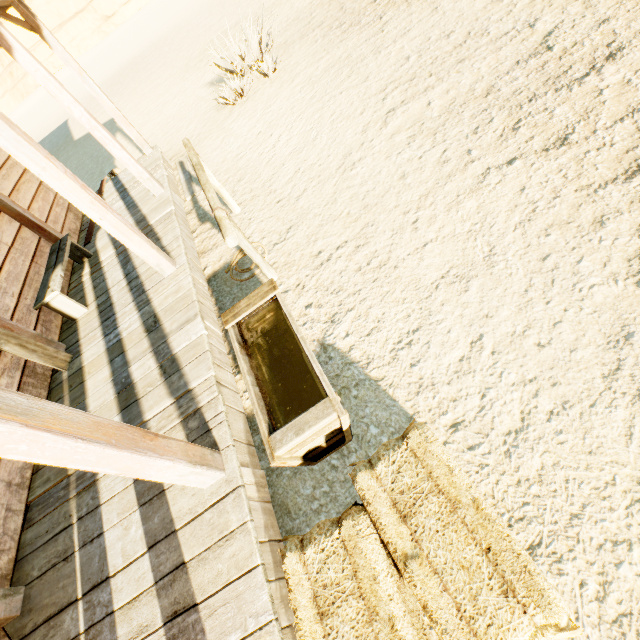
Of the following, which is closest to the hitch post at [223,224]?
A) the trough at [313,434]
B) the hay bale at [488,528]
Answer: the trough at [313,434]

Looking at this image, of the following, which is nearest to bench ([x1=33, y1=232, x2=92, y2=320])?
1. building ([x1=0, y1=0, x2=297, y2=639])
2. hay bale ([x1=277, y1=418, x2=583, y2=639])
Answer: building ([x1=0, y1=0, x2=297, y2=639])

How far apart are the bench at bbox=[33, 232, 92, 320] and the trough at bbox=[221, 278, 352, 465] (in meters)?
2.61

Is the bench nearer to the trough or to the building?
the building

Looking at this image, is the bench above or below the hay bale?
above

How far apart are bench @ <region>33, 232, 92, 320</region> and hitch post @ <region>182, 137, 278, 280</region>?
2.3m

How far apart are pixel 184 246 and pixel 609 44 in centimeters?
525cm

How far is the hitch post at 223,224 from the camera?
2.7 meters
